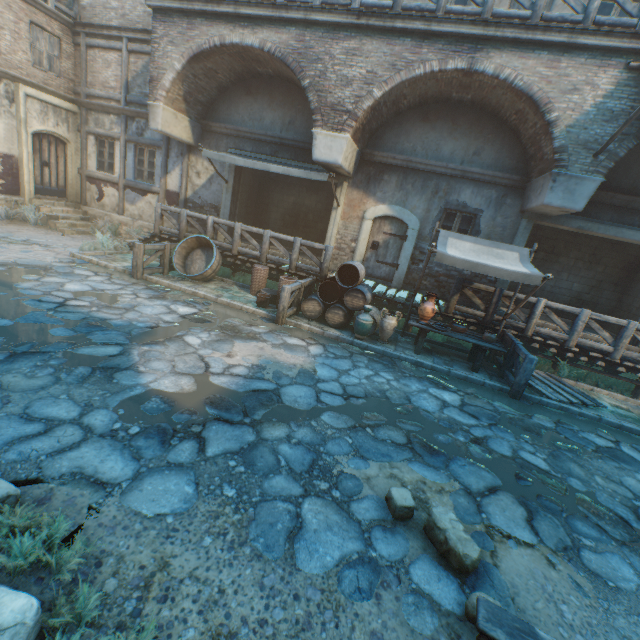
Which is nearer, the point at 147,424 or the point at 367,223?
the point at 147,424

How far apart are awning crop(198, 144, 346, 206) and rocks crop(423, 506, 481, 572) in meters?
8.3 m

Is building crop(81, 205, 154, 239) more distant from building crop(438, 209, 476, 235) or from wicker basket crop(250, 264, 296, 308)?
wicker basket crop(250, 264, 296, 308)

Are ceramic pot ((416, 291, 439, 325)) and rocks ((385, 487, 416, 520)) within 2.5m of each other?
no

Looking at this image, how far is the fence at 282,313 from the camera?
7.70m

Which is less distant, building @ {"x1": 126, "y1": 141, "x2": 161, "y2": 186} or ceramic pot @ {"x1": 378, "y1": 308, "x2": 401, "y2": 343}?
ceramic pot @ {"x1": 378, "y1": 308, "x2": 401, "y2": 343}

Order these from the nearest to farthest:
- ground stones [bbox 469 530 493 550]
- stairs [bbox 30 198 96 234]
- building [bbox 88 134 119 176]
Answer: ground stones [bbox 469 530 493 550] < stairs [bbox 30 198 96 234] < building [bbox 88 134 119 176]

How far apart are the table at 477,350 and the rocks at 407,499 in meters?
4.7
